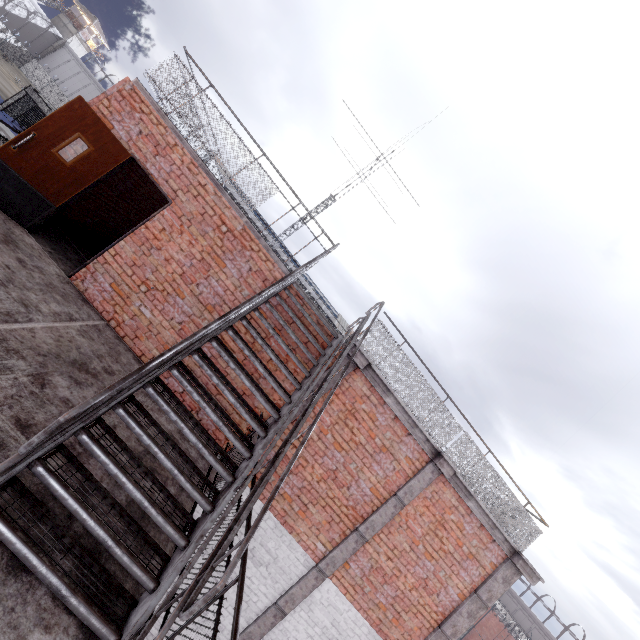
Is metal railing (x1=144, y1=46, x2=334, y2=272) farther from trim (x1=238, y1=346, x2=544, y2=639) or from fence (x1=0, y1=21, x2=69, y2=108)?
fence (x1=0, y1=21, x2=69, y2=108)

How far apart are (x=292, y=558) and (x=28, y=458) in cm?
560

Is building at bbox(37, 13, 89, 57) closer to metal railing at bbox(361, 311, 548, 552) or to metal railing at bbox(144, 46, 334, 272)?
metal railing at bbox(144, 46, 334, 272)

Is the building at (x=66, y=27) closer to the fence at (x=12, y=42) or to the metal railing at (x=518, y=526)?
the fence at (x=12, y=42)

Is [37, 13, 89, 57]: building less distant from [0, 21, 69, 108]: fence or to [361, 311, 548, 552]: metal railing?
[0, 21, 69, 108]: fence

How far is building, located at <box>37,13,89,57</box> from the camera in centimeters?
5584cm

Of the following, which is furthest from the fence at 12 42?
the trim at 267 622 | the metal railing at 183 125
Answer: the metal railing at 183 125

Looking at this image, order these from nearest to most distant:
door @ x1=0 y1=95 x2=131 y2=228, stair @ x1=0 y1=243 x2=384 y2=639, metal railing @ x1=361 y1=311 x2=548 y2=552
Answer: stair @ x1=0 y1=243 x2=384 y2=639 < door @ x1=0 y1=95 x2=131 y2=228 < metal railing @ x1=361 y1=311 x2=548 y2=552
